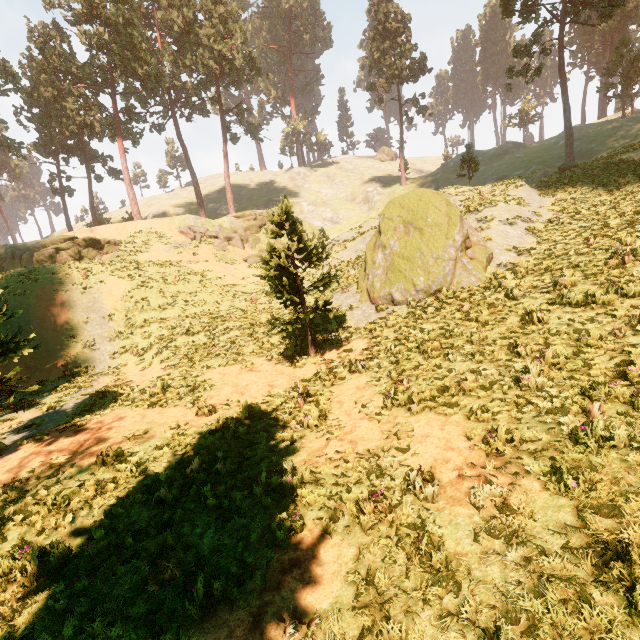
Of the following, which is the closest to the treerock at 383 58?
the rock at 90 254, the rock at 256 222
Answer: the rock at 90 254

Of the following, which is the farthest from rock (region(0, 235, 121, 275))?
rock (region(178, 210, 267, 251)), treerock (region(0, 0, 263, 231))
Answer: rock (region(178, 210, 267, 251))

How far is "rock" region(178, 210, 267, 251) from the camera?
34.41m

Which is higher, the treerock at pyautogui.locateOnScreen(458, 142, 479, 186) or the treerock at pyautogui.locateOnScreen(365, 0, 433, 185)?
the treerock at pyautogui.locateOnScreen(365, 0, 433, 185)

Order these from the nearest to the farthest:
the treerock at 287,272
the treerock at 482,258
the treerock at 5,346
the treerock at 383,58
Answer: the treerock at 5,346, the treerock at 287,272, the treerock at 482,258, the treerock at 383,58

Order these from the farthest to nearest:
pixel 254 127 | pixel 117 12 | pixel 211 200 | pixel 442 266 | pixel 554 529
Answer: pixel 211 200
pixel 254 127
pixel 117 12
pixel 442 266
pixel 554 529

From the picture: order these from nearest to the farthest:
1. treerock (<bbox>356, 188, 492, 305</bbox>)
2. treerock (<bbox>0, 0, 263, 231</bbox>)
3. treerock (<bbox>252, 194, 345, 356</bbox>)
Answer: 1. treerock (<bbox>252, 194, 345, 356</bbox>)
2. treerock (<bbox>356, 188, 492, 305</bbox>)
3. treerock (<bbox>0, 0, 263, 231</bbox>)
